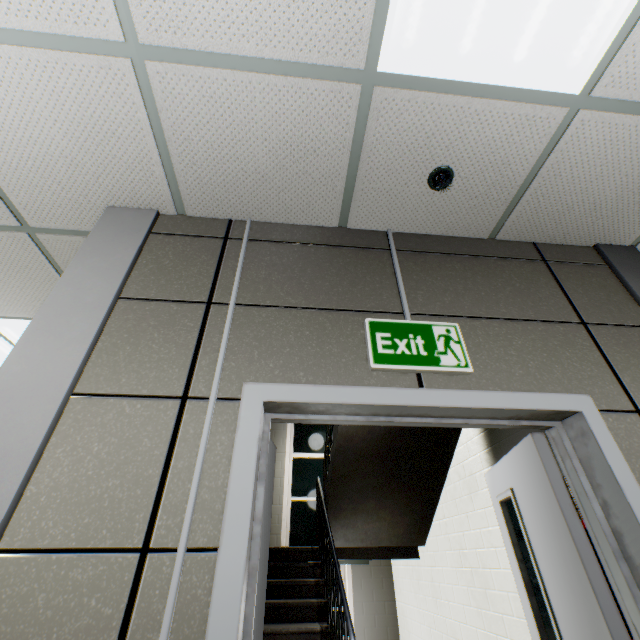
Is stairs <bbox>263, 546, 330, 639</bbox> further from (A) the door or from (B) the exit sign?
(B) the exit sign

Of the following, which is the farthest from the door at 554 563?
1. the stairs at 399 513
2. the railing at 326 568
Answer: the railing at 326 568

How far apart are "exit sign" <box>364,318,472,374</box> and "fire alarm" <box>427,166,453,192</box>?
0.8 meters

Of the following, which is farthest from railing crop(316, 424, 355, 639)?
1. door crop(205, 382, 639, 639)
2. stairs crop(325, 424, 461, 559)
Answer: door crop(205, 382, 639, 639)

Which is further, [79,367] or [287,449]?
[287,449]

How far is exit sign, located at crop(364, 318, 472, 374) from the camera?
1.5 meters

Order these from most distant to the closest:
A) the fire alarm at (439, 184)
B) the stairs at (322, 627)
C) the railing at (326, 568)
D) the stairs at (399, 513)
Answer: the stairs at (399, 513) → the stairs at (322, 627) → the railing at (326, 568) → the fire alarm at (439, 184)
